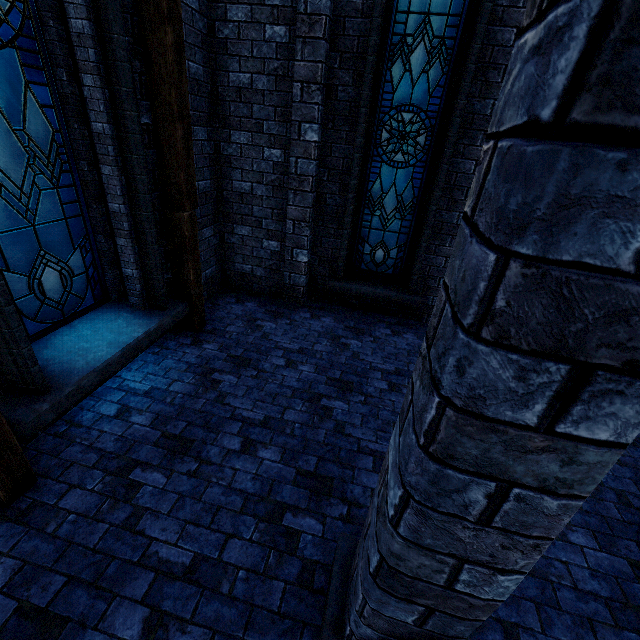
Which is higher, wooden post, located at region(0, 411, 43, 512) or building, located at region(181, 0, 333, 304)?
building, located at region(181, 0, 333, 304)

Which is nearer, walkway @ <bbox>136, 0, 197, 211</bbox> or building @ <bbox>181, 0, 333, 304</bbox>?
walkway @ <bbox>136, 0, 197, 211</bbox>

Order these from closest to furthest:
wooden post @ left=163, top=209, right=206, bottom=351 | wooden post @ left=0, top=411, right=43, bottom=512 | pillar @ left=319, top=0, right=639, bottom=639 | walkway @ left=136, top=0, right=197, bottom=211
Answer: pillar @ left=319, top=0, right=639, bottom=639
wooden post @ left=0, top=411, right=43, bottom=512
walkway @ left=136, top=0, right=197, bottom=211
wooden post @ left=163, top=209, right=206, bottom=351

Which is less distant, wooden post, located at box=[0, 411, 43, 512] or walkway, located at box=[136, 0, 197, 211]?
wooden post, located at box=[0, 411, 43, 512]

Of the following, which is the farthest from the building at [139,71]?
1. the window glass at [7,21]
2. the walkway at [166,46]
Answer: the window glass at [7,21]

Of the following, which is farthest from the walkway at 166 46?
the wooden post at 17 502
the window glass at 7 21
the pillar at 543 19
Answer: the pillar at 543 19

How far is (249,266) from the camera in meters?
6.2 m

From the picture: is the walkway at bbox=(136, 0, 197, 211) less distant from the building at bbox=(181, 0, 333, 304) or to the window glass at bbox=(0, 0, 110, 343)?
the building at bbox=(181, 0, 333, 304)
